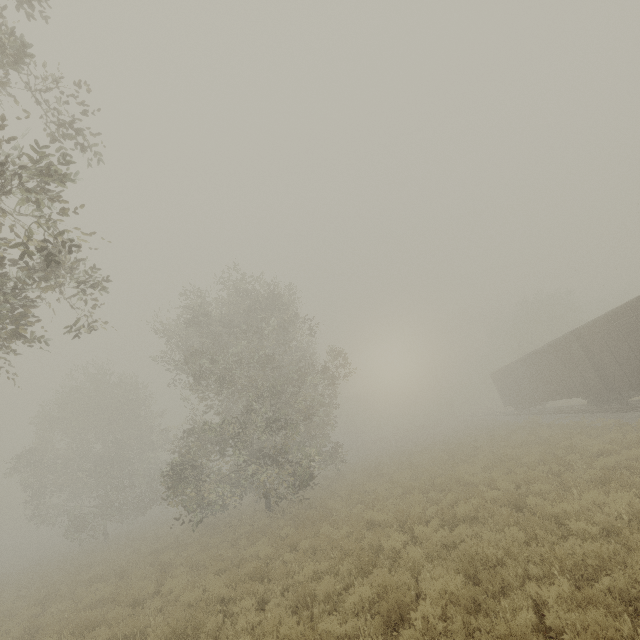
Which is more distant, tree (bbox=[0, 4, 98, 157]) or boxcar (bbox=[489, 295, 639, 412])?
boxcar (bbox=[489, 295, 639, 412])

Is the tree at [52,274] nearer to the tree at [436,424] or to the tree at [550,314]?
the tree at [550,314]

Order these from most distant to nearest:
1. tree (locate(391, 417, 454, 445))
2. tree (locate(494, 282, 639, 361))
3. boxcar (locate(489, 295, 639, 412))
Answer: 1. tree (locate(391, 417, 454, 445))
2. tree (locate(494, 282, 639, 361))
3. boxcar (locate(489, 295, 639, 412))

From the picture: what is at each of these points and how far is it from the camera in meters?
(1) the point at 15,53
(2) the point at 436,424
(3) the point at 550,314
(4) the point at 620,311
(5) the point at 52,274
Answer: (1) tree, 6.0
(2) tree, 54.3
(3) tree, 42.4
(4) boxcar, 14.3
(5) tree, 9.7

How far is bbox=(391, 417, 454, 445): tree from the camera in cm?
4647

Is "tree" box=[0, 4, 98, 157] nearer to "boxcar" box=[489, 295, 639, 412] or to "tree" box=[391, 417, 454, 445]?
"boxcar" box=[489, 295, 639, 412]

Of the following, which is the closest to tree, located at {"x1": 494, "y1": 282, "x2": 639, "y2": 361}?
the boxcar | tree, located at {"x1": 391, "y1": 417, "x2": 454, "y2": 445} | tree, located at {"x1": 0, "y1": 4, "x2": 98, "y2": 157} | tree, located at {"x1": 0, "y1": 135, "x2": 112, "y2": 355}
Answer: tree, located at {"x1": 391, "y1": 417, "x2": 454, "y2": 445}

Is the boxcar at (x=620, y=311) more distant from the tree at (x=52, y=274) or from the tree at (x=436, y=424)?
the tree at (x=52, y=274)
